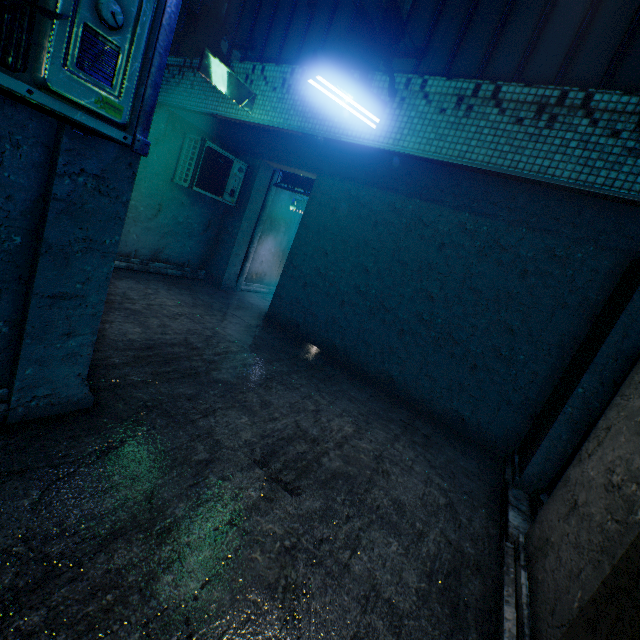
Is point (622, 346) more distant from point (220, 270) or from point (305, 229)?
point (220, 270)

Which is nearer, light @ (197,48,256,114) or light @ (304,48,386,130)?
light @ (304,48,386,130)

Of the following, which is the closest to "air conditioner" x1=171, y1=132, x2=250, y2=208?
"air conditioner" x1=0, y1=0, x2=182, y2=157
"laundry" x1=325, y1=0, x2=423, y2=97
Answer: "laundry" x1=325, y1=0, x2=423, y2=97

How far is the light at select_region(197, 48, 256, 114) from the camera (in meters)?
4.33

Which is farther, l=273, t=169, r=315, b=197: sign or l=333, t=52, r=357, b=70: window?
l=273, t=169, r=315, b=197: sign

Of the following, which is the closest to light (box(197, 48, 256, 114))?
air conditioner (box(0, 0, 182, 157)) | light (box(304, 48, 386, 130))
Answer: light (box(304, 48, 386, 130))

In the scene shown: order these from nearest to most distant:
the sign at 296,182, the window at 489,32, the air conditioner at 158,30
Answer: the air conditioner at 158,30 → the window at 489,32 → the sign at 296,182

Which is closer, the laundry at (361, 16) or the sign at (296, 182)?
the laundry at (361, 16)
